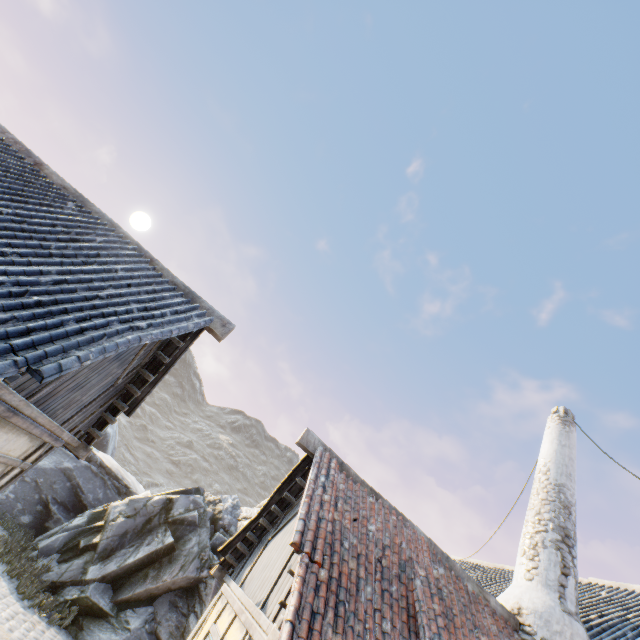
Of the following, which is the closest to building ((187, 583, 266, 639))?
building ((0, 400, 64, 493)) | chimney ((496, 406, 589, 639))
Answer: chimney ((496, 406, 589, 639))

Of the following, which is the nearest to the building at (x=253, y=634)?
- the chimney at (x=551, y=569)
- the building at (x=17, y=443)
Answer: the chimney at (x=551, y=569)

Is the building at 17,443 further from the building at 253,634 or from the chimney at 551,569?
the chimney at 551,569

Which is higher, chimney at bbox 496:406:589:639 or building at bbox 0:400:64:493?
chimney at bbox 496:406:589:639

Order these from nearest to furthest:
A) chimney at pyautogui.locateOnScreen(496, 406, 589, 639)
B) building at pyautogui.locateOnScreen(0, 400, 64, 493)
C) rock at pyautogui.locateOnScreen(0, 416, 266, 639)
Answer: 1. building at pyautogui.locateOnScreen(0, 400, 64, 493)
2. chimney at pyautogui.locateOnScreen(496, 406, 589, 639)
3. rock at pyautogui.locateOnScreen(0, 416, 266, 639)

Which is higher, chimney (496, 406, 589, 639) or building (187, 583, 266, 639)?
chimney (496, 406, 589, 639)

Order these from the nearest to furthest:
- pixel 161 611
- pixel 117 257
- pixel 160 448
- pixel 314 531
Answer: pixel 314 531
pixel 117 257
pixel 161 611
pixel 160 448

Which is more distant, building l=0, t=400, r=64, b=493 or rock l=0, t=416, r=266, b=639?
rock l=0, t=416, r=266, b=639
